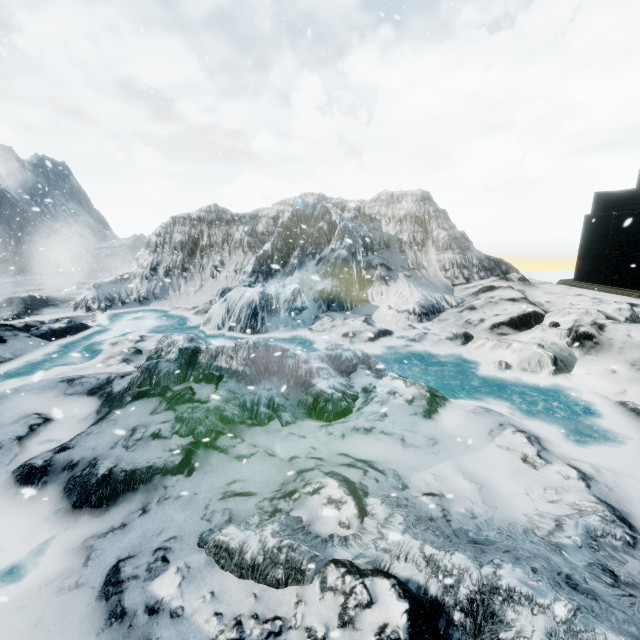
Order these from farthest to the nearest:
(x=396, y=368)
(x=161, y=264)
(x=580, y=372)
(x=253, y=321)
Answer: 1. (x=161, y=264)
2. (x=253, y=321)
3. (x=396, y=368)
4. (x=580, y=372)
